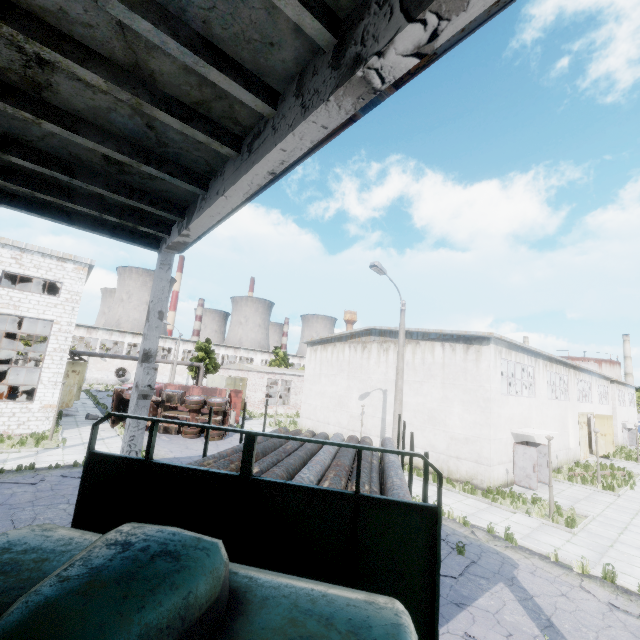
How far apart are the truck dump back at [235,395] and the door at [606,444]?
33.7 meters

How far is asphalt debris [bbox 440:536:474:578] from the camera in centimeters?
871cm

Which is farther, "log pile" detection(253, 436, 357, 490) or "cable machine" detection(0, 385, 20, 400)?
"cable machine" detection(0, 385, 20, 400)

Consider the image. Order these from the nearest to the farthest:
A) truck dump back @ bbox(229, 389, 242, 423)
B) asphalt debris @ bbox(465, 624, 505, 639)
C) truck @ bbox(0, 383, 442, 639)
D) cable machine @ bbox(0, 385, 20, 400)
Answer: truck @ bbox(0, 383, 442, 639) → asphalt debris @ bbox(465, 624, 505, 639) → cable machine @ bbox(0, 385, 20, 400) → truck dump back @ bbox(229, 389, 242, 423)

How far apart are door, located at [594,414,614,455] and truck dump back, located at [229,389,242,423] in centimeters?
3370cm

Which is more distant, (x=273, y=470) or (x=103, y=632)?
(x=273, y=470)

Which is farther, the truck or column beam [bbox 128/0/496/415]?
column beam [bbox 128/0/496/415]

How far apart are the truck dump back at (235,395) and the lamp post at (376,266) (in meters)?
18.21
